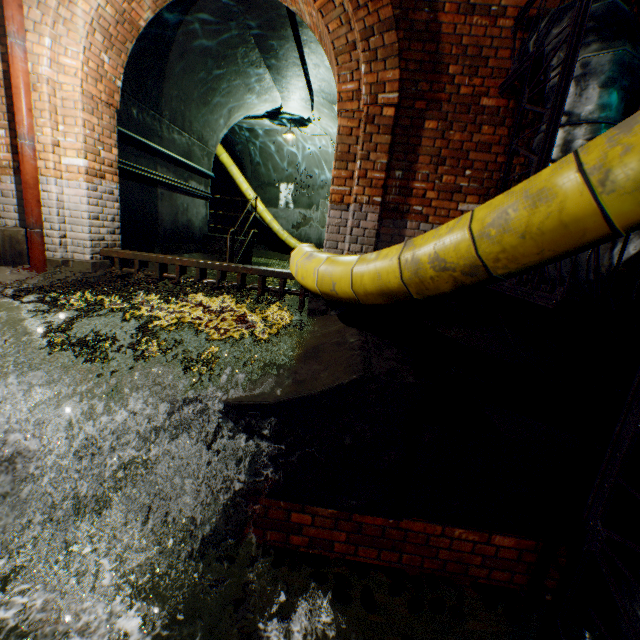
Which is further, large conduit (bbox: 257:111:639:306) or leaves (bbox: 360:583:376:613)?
leaves (bbox: 360:583:376:613)

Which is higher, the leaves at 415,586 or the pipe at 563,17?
the pipe at 563,17

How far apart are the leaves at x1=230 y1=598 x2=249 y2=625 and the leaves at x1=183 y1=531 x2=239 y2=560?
0.2 meters

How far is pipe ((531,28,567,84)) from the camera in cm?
265

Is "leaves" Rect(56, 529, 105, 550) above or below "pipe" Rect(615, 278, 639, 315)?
below

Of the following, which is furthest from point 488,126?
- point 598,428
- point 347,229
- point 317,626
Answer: point 317,626

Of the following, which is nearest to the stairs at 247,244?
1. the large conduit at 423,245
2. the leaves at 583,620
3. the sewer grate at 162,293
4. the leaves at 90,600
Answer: the large conduit at 423,245
